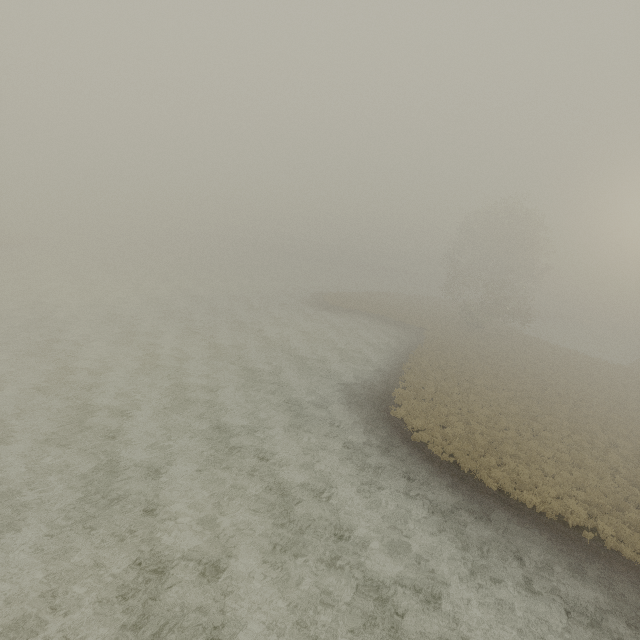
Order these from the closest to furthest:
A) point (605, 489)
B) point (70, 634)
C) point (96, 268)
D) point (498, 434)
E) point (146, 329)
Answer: point (70, 634) < point (605, 489) < point (498, 434) < point (146, 329) < point (96, 268)
